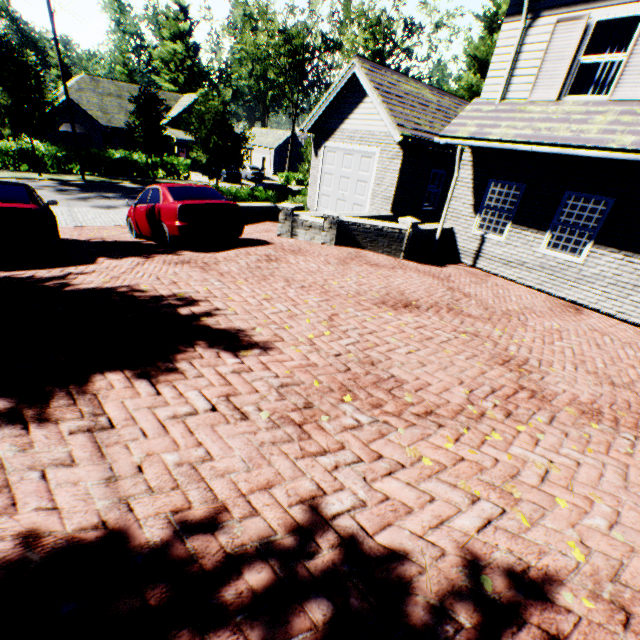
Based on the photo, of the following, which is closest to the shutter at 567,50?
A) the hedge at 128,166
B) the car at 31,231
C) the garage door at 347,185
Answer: the garage door at 347,185

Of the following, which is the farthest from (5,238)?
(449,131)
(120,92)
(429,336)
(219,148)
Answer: (120,92)

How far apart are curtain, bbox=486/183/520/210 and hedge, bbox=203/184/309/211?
11.55m

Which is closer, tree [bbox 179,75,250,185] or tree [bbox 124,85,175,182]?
Answer: tree [bbox 179,75,250,185]

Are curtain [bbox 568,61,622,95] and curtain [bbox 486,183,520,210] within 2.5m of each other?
yes

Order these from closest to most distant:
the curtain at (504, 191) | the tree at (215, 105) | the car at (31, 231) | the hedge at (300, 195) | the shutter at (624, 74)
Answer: the car at (31, 231), the shutter at (624, 74), the curtain at (504, 191), the hedge at (300, 195), the tree at (215, 105)

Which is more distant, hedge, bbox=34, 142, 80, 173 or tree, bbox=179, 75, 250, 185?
hedge, bbox=34, 142, 80, 173

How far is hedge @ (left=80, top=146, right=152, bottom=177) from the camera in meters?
24.7
